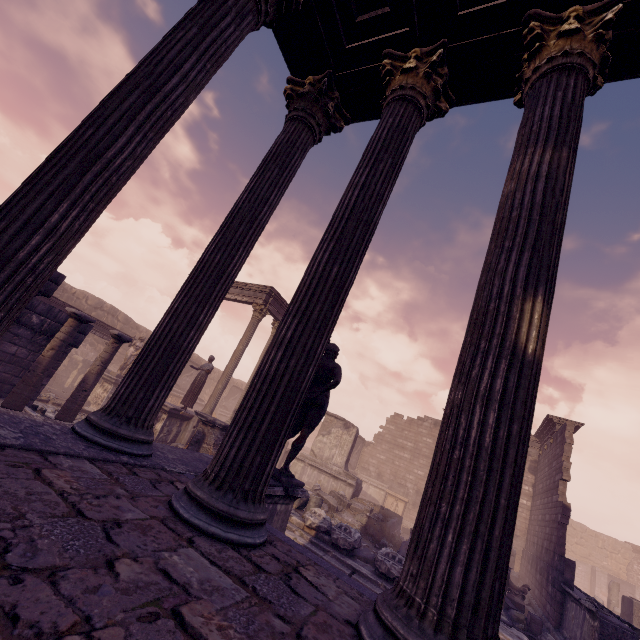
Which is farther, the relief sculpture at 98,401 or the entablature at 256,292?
the entablature at 256,292

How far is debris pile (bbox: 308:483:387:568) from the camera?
9.5m

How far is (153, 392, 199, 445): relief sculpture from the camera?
11.8m

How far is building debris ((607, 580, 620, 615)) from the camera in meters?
16.0

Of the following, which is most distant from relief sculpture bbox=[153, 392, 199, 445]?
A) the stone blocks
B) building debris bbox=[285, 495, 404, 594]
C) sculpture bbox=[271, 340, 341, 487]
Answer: the stone blocks

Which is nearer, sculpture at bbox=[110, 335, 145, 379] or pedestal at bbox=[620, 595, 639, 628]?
pedestal at bbox=[620, 595, 639, 628]

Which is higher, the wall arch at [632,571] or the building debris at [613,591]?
the wall arch at [632,571]

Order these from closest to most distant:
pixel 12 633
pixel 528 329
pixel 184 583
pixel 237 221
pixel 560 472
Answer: pixel 12 633 → pixel 184 583 → pixel 528 329 → pixel 237 221 → pixel 560 472
